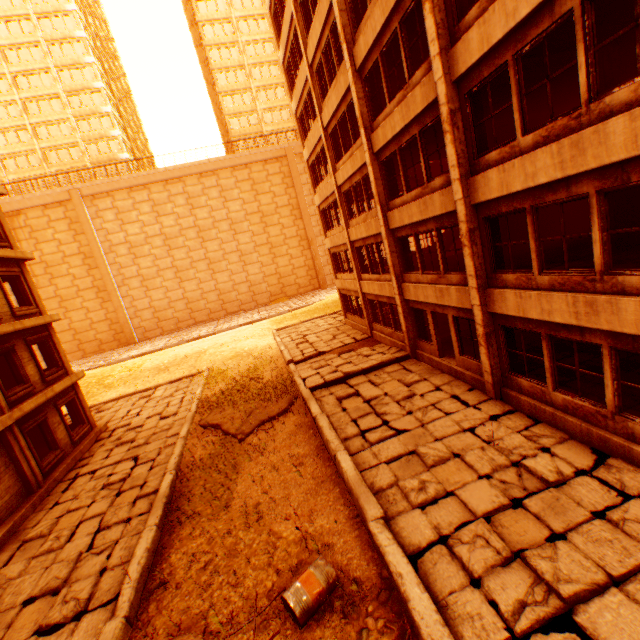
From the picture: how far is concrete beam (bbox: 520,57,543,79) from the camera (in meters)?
8.44

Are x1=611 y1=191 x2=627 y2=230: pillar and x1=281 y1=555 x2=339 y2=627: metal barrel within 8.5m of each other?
no

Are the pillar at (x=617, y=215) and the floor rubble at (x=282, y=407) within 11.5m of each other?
no

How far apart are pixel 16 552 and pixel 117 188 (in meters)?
37.68

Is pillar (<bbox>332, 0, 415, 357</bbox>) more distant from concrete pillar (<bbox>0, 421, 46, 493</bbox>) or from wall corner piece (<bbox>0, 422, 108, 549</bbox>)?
concrete pillar (<bbox>0, 421, 46, 493</bbox>)

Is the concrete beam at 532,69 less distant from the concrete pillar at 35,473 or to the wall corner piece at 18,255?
the wall corner piece at 18,255

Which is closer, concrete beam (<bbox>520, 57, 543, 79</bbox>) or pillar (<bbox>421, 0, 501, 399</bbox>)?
pillar (<bbox>421, 0, 501, 399</bbox>)

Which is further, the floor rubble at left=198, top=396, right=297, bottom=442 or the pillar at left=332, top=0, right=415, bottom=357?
the floor rubble at left=198, top=396, right=297, bottom=442
